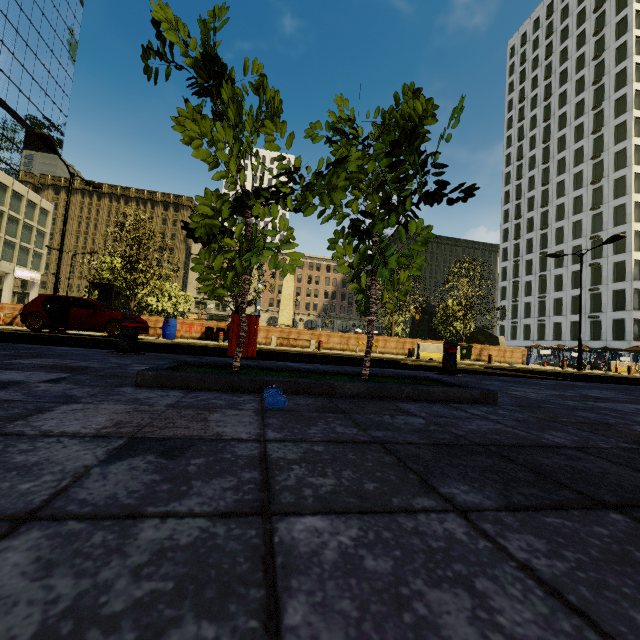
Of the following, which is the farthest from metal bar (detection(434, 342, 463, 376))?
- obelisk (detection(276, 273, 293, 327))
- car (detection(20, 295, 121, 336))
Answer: obelisk (detection(276, 273, 293, 327))

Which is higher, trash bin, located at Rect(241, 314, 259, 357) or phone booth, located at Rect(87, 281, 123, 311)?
phone booth, located at Rect(87, 281, 123, 311)

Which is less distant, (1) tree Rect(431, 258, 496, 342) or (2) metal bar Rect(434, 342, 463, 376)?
(2) metal bar Rect(434, 342, 463, 376)

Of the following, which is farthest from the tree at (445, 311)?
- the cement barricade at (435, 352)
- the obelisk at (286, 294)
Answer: the cement barricade at (435, 352)

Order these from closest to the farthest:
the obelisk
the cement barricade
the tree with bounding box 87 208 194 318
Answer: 1. the cement barricade
2. the tree with bounding box 87 208 194 318
3. the obelisk

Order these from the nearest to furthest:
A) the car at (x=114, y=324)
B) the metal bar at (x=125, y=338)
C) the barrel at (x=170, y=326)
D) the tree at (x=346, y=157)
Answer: the tree at (x=346, y=157) → the metal bar at (x=125, y=338) → the car at (x=114, y=324) → the barrel at (x=170, y=326)

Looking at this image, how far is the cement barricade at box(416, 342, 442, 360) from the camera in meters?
16.9 m

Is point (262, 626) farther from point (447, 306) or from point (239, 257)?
point (447, 306)
